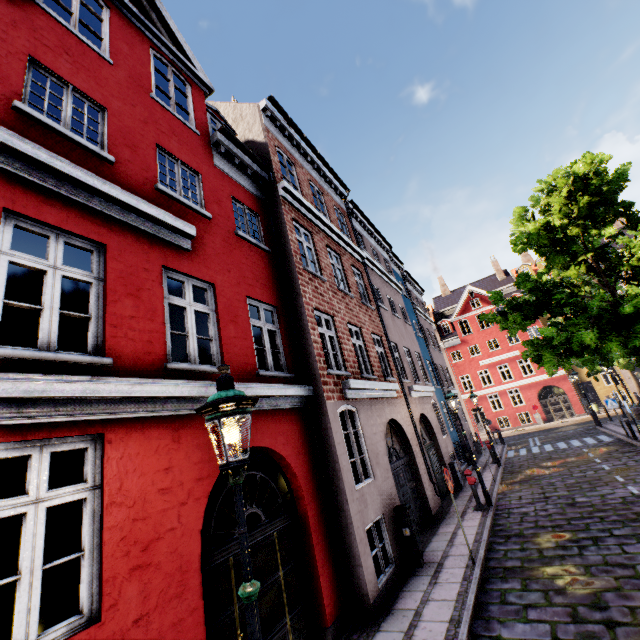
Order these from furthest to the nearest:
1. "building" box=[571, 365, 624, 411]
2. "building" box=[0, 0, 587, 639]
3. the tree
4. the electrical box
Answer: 1. "building" box=[571, 365, 624, 411]
2. the tree
3. the electrical box
4. "building" box=[0, 0, 587, 639]

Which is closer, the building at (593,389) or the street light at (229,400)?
the street light at (229,400)

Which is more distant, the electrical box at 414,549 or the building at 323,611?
the electrical box at 414,549

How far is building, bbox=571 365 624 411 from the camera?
29.97m

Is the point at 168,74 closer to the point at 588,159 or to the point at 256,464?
the point at 256,464

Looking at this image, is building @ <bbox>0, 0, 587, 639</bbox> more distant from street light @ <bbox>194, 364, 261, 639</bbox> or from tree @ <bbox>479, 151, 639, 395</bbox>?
tree @ <bbox>479, 151, 639, 395</bbox>

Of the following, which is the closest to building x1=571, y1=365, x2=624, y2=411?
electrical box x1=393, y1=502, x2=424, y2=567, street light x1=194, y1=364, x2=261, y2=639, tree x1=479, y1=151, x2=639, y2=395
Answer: tree x1=479, y1=151, x2=639, y2=395

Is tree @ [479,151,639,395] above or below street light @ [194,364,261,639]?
above
